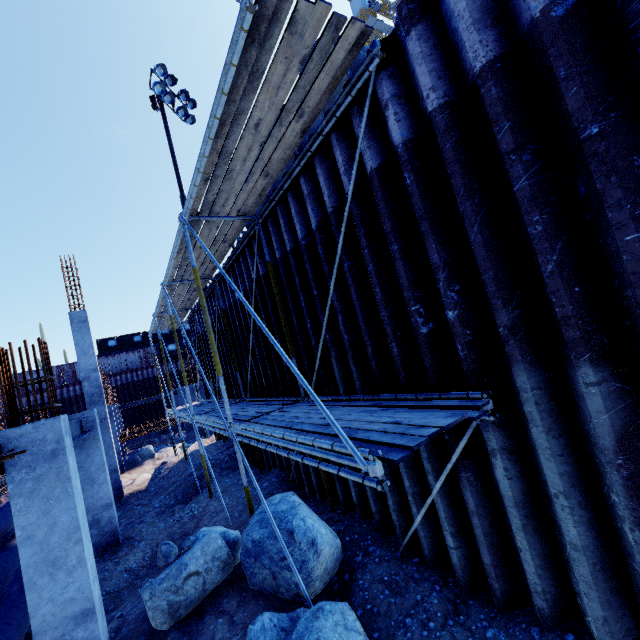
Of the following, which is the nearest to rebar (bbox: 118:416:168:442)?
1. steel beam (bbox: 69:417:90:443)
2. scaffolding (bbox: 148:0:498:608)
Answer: scaffolding (bbox: 148:0:498:608)

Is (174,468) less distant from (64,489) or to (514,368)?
(64,489)

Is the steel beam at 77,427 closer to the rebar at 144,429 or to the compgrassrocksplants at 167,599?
the compgrassrocksplants at 167,599

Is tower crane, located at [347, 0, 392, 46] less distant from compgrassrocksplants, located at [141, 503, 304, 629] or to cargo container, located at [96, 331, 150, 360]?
cargo container, located at [96, 331, 150, 360]

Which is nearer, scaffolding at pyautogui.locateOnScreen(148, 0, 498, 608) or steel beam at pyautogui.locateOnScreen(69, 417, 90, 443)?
scaffolding at pyautogui.locateOnScreen(148, 0, 498, 608)

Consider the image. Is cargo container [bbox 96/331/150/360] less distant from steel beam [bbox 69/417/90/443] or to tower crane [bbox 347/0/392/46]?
steel beam [bbox 69/417/90/443]

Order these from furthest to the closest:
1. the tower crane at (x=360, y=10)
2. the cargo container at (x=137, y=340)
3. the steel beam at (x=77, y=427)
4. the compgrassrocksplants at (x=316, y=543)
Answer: the tower crane at (x=360, y=10), the cargo container at (x=137, y=340), the steel beam at (x=77, y=427), the compgrassrocksplants at (x=316, y=543)

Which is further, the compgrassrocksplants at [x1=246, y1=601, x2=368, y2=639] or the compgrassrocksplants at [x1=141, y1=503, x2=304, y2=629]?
the compgrassrocksplants at [x1=141, y1=503, x2=304, y2=629]
